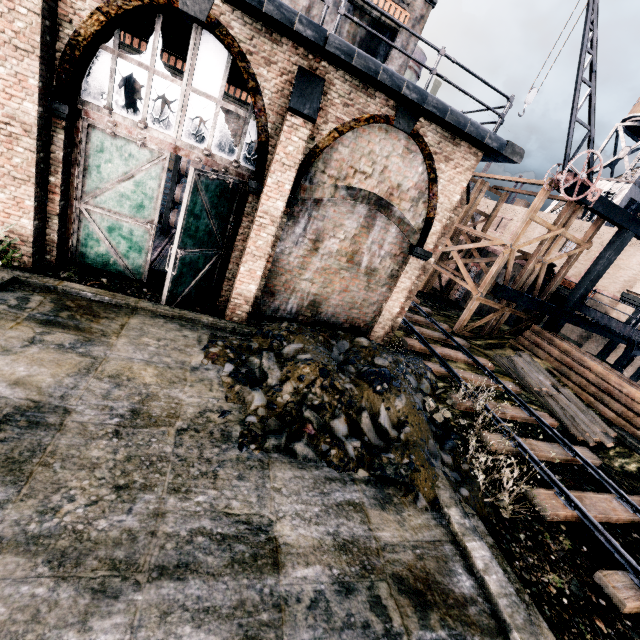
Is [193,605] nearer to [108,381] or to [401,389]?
[108,381]

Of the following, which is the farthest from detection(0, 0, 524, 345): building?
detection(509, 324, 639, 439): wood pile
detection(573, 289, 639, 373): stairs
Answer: detection(573, 289, 639, 373): stairs

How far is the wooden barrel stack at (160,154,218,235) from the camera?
13.98m

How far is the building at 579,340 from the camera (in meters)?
23.45

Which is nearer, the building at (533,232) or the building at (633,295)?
the building at (633,295)

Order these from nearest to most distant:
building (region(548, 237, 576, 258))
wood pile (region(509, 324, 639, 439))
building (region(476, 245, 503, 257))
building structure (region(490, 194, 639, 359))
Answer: wood pile (region(509, 324, 639, 439)) < building structure (region(490, 194, 639, 359)) < building (region(476, 245, 503, 257)) < building (region(548, 237, 576, 258))

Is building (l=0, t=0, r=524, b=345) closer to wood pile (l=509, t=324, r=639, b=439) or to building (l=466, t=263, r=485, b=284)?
wood pile (l=509, t=324, r=639, b=439)

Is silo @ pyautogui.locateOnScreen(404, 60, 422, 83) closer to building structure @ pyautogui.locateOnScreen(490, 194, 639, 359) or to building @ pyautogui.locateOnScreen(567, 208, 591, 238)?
building @ pyautogui.locateOnScreen(567, 208, 591, 238)
